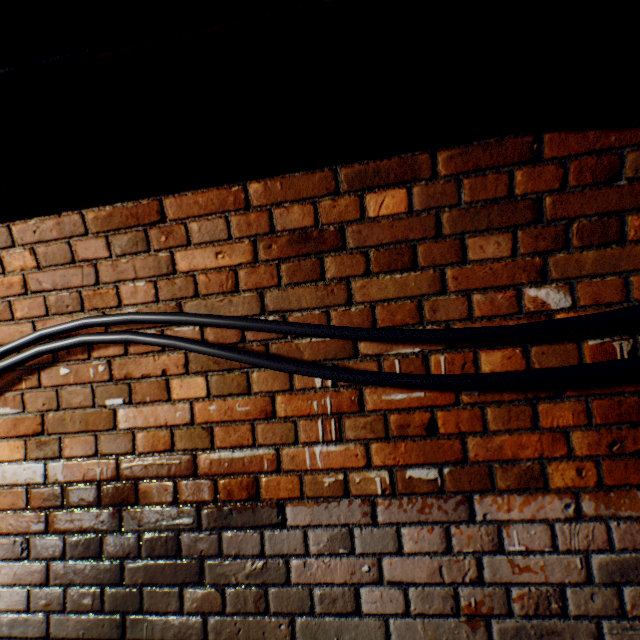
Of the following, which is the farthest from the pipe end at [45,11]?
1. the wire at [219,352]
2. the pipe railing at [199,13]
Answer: the wire at [219,352]

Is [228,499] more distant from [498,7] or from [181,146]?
[498,7]

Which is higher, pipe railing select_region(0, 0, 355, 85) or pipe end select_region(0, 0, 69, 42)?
pipe end select_region(0, 0, 69, 42)

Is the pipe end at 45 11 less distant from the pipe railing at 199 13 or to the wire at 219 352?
the pipe railing at 199 13

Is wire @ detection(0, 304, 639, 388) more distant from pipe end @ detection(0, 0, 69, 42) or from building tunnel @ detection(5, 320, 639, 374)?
pipe end @ detection(0, 0, 69, 42)

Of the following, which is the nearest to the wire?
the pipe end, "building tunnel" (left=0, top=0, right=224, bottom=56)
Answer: "building tunnel" (left=0, top=0, right=224, bottom=56)

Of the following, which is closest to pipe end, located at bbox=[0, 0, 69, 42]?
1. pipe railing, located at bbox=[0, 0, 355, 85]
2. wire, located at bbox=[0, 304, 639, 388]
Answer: pipe railing, located at bbox=[0, 0, 355, 85]
